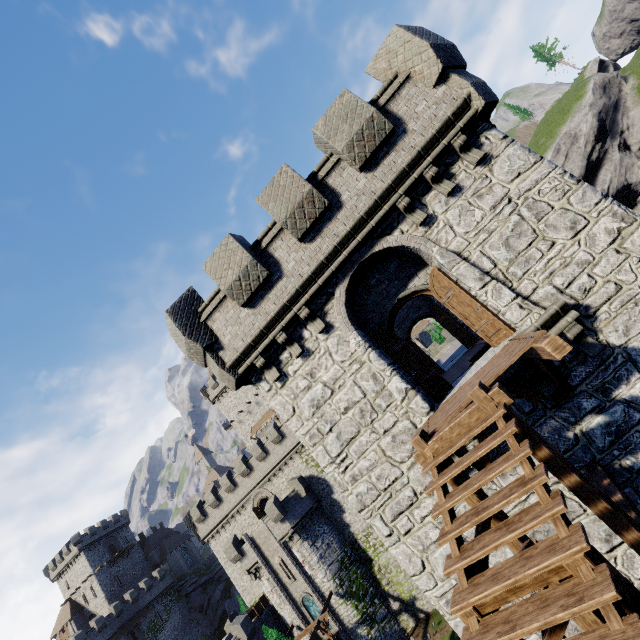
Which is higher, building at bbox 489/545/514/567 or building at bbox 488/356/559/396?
building at bbox 488/356/559/396

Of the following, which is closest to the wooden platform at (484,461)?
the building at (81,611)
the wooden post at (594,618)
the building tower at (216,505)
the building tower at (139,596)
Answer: the wooden post at (594,618)

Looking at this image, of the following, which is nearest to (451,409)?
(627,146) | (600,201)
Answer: (600,201)

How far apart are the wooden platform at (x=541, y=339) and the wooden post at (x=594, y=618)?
2.4 meters

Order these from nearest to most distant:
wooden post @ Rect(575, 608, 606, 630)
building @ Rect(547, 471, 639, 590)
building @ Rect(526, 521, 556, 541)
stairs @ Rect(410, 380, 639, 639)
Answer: stairs @ Rect(410, 380, 639, 639) → wooden post @ Rect(575, 608, 606, 630) → building @ Rect(547, 471, 639, 590) → building @ Rect(526, 521, 556, 541)

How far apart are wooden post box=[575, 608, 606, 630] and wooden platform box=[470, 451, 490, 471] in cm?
238

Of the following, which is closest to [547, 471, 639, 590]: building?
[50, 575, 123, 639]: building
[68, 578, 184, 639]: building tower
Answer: [68, 578, 184, 639]: building tower
